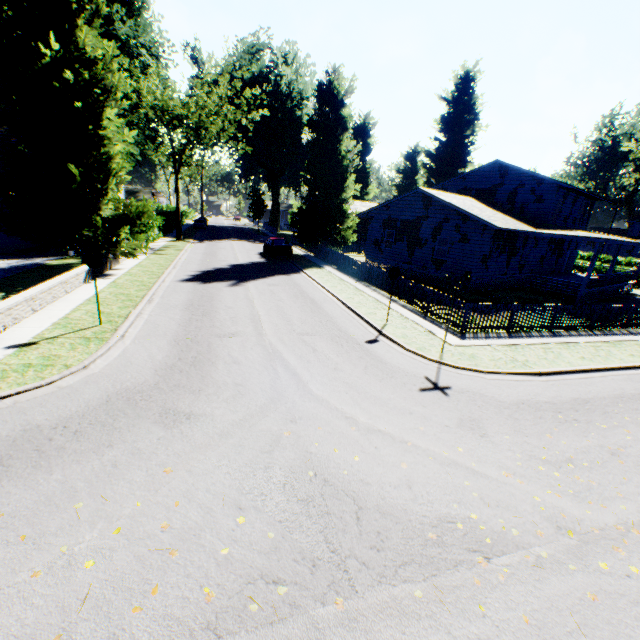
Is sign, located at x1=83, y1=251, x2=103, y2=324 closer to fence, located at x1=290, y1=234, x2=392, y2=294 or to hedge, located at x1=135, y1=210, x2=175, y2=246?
fence, located at x1=290, y1=234, x2=392, y2=294

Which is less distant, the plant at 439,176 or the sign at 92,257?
A: the sign at 92,257

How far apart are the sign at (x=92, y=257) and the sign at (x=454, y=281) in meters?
10.5 m

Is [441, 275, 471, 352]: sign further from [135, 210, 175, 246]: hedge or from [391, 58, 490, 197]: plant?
[135, 210, 175, 246]: hedge

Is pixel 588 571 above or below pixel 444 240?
below

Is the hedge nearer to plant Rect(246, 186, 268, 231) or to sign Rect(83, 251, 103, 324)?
plant Rect(246, 186, 268, 231)

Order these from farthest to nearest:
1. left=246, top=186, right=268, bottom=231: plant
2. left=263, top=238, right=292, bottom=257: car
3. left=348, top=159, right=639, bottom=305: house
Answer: left=246, top=186, right=268, bottom=231: plant
left=263, top=238, right=292, bottom=257: car
left=348, top=159, right=639, bottom=305: house

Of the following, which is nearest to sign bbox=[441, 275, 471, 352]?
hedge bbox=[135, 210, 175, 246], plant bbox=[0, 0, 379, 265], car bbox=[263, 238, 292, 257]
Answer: plant bbox=[0, 0, 379, 265]
